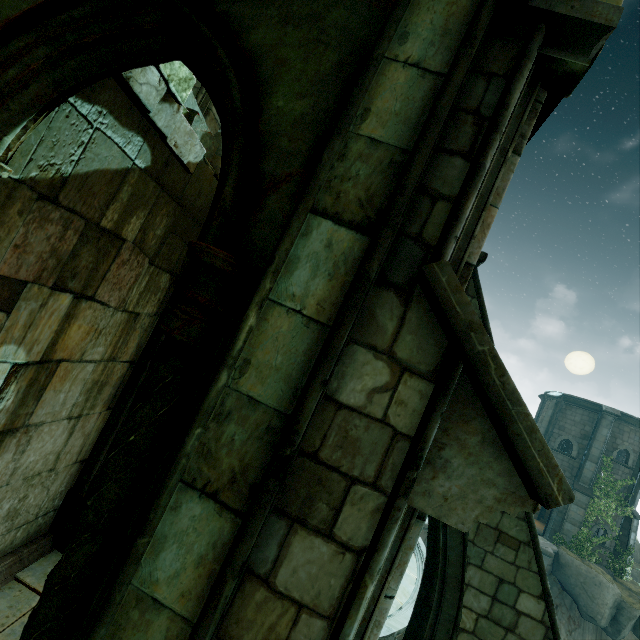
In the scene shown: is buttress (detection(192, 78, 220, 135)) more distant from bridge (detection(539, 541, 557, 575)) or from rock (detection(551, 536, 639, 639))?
rock (detection(551, 536, 639, 639))

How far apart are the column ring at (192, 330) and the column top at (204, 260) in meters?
0.0 m

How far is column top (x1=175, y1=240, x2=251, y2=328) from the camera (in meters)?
1.73

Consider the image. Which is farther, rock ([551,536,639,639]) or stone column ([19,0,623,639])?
rock ([551,536,639,639])

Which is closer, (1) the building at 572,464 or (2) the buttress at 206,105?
(2) the buttress at 206,105

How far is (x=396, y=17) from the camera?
1.7m

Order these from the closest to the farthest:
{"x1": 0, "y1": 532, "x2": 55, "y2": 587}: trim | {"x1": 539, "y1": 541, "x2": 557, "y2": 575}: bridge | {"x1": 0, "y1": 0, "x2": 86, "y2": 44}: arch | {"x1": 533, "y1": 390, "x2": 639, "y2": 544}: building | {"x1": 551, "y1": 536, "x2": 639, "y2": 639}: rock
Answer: {"x1": 0, "y1": 0, "x2": 86, "y2": 44}: arch < {"x1": 0, "y1": 532, "x2": 55, "y2": 587}: trim < {"x1": 551, "y1": 536, "x2": 639, "y2": 639}: rock < {"x1": 539, "y1": 541, "x2": 557, "y2": 575}: bridge < {"x1": 533, "y1": 390, "x2": 639, "y2": 544}: building

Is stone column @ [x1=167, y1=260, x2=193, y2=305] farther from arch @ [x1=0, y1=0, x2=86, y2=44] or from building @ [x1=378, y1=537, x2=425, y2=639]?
arch @ [x1=0, y1=0, x2=86, y2=44]
